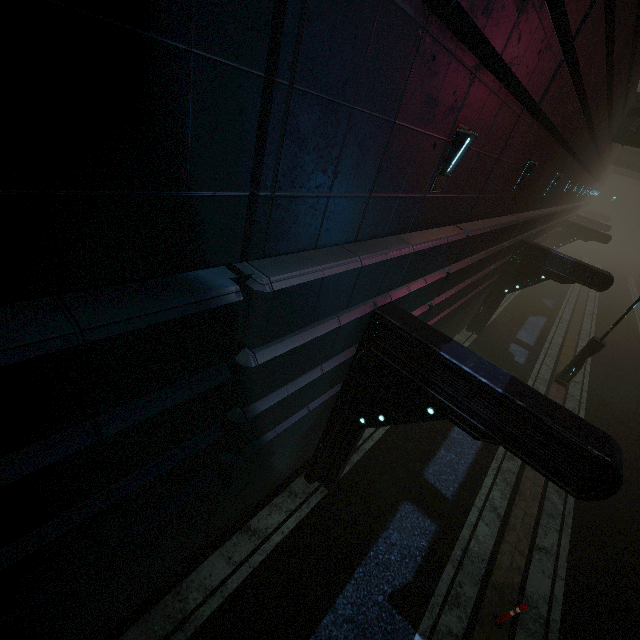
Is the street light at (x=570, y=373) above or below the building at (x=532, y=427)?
below

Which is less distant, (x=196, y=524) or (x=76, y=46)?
(x=76, y=46)

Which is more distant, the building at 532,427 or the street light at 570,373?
the street light at 570,373

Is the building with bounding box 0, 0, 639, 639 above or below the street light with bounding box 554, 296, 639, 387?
above

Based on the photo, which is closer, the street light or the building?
the building
